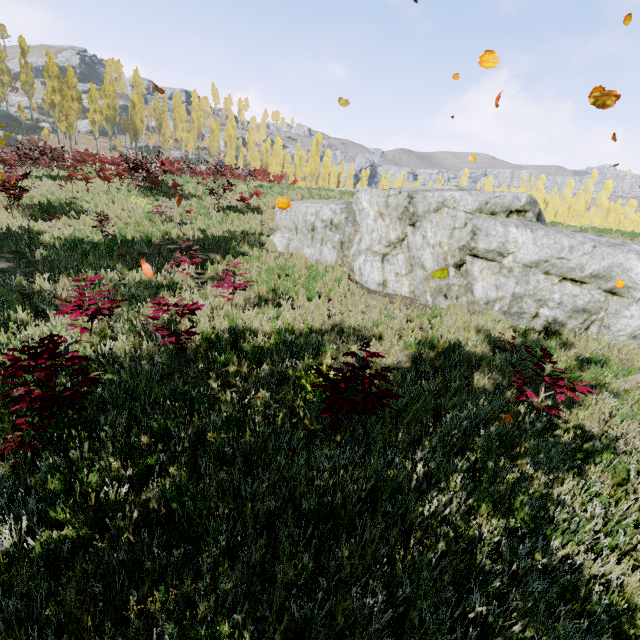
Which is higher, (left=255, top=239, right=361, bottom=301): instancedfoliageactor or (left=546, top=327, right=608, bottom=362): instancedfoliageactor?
(left=255, top=239, right=361, bottom=301): instancedfoliageactor

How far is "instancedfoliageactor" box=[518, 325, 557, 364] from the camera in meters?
5.0

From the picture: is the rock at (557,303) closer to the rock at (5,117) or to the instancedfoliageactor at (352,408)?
A: the instancedfoliageactor at (352,408)

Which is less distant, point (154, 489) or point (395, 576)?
point (395, 576)

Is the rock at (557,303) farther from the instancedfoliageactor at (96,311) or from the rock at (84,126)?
the rock at (84,126)

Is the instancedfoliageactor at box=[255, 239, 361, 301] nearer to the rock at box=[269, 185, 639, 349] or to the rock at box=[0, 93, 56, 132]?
the rock at box=[0, 93, 56, 132]

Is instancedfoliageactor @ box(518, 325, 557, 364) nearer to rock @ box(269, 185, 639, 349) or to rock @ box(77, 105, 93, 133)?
rock @ box(77, 105, 93, 133)

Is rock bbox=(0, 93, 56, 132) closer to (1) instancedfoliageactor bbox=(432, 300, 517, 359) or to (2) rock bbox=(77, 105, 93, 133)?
(1) instancedfoliageactor bbox=(432, 300, 517, 359)
